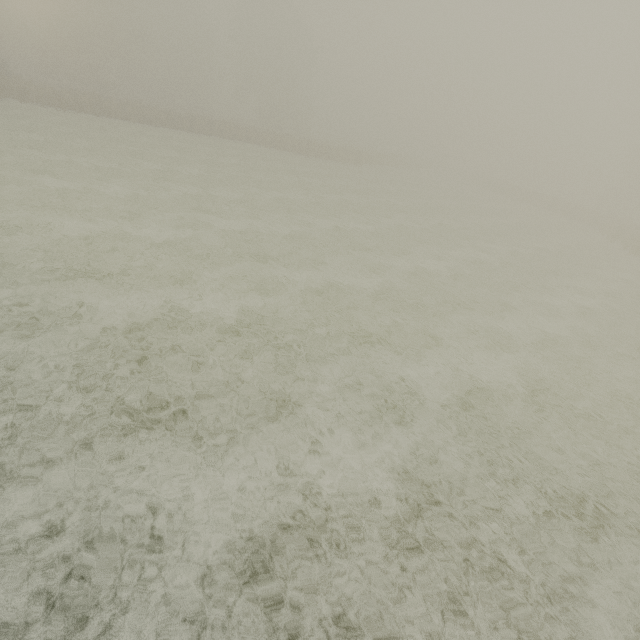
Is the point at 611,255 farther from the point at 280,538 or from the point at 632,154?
the point at 632,154
